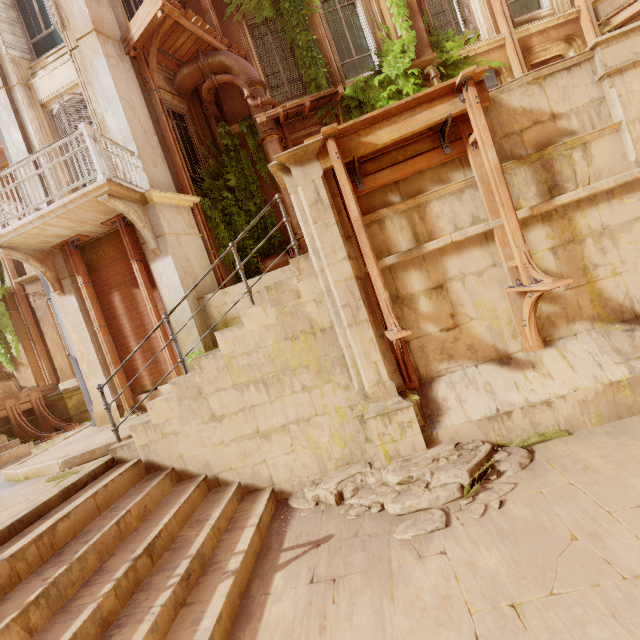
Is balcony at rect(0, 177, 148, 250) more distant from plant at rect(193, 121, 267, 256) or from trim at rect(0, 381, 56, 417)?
trim at rect(0, 381, 56, 417)

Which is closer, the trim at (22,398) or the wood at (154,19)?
the wood at (154,19)

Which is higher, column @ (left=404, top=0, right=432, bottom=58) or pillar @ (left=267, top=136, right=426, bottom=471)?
column @ (left=404, top=0, right=432, bottom=58)

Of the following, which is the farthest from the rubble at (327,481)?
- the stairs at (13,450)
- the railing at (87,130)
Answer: the stairs at (13,450)

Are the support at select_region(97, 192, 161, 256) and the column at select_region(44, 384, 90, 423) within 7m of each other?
no

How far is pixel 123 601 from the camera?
3.04m

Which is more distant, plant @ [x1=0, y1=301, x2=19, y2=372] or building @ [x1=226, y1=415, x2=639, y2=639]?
plant @ [x1=0, y1=301, x2=19, y2=372]

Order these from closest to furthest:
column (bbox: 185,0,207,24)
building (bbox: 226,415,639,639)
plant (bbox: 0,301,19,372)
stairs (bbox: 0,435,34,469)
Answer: building (bbox: 226,415,639,639) < stairs (bbox: 0,435,34,469) < column (bbox: 185,0,207,24) < plant (bbox: 0,301,19,372)
